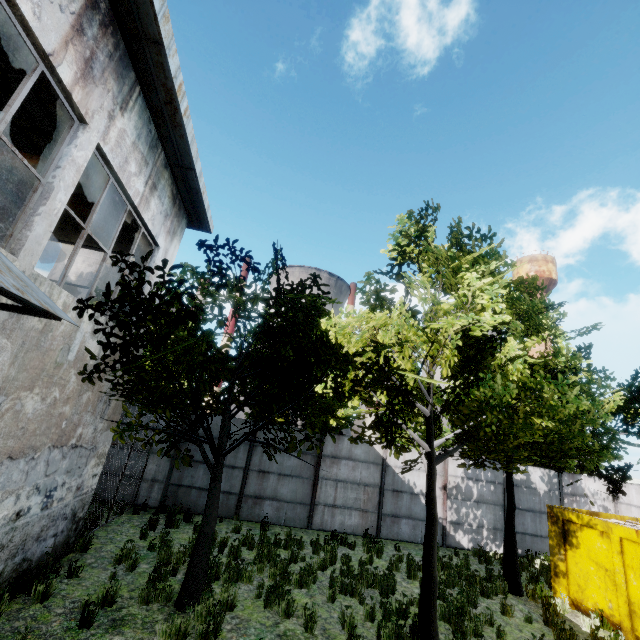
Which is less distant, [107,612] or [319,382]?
[107,612]

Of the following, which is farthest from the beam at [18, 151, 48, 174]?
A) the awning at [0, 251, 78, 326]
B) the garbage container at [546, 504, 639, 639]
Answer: the garbage container at [546, 504, 639, 639]

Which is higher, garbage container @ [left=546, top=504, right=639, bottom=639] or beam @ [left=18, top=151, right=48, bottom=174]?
beam @ [left=18, top=151, right=48, bottom=174]

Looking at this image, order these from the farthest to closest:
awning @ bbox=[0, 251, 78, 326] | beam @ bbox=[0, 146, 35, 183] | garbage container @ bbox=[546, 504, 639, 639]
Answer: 1. garbage container @ bbox=[546, 504, 639, 639]
2. beam @ bbox=[0, 146, 35, 183]
3. awning @ bbox=[0, 251, 78, 326]

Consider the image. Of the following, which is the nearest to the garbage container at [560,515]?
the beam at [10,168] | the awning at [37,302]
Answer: the awning at [37,302]

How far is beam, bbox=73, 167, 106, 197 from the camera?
7.4m

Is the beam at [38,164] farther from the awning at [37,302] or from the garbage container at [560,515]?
the garbage container at [560,515]
